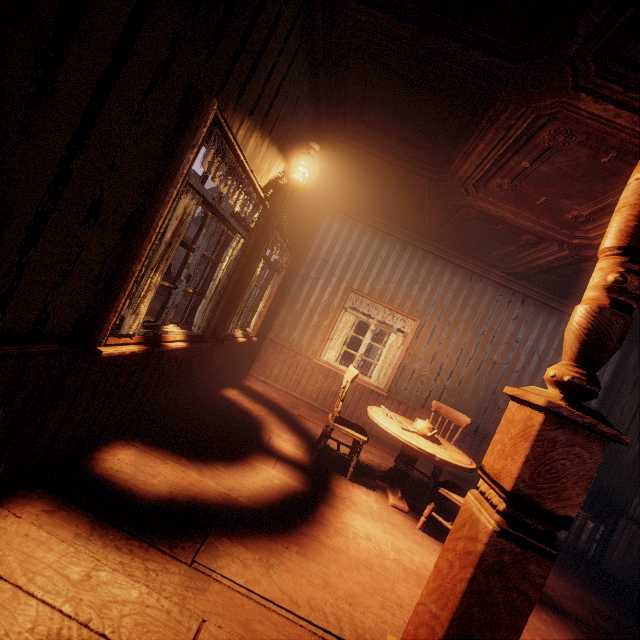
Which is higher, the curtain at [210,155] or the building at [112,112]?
the curtain at [210,155]

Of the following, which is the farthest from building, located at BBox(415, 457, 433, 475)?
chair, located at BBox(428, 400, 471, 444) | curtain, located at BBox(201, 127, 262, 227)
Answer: chair, located at BBox(428, 400, 471, 444)

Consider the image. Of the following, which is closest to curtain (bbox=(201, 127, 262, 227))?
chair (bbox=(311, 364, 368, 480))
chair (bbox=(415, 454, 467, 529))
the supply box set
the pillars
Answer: chair (bbox=(311, 364, 368, 480))

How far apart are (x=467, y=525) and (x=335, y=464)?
2.72m

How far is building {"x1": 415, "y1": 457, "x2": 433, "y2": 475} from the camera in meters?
5.5

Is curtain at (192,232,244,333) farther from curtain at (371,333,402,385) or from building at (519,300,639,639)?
curtain at (371,333,402,385)

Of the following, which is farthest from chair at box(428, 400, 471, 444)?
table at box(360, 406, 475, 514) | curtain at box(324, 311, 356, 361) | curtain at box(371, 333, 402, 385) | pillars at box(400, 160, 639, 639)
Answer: pillars at box(400, 160, 639, 639)

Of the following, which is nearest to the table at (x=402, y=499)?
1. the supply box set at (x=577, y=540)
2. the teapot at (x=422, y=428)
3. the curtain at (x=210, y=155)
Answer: the teapot at (x=422, y=428)
